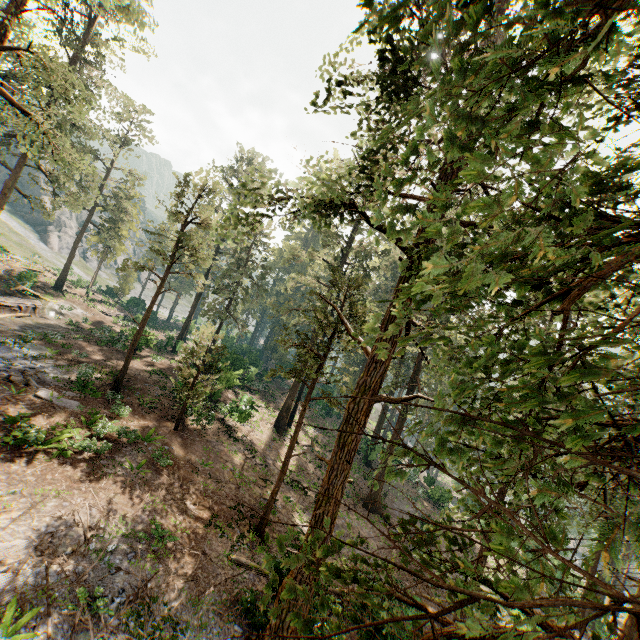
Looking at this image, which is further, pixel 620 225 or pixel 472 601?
pixel 620 225

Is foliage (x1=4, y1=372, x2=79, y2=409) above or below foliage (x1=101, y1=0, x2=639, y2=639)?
below

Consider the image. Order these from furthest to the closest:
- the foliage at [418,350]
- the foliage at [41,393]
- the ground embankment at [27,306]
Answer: the ground embankment at [27,306], the foliage at [41,393], the foliage at [418,350]

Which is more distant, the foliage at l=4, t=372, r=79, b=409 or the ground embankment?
the ground embankment

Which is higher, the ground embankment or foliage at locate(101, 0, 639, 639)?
foliage at locate(101, 0, 639, 639)

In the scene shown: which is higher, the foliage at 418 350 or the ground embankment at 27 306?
the foliage at 418 350

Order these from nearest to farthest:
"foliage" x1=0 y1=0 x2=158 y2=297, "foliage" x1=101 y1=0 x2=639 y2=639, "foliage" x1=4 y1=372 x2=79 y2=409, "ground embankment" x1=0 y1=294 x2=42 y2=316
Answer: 1. "foliage" x1=101 y1=0 x2=639 y2=639
2. "foliage" x1=0 y1=0 x2=158 y2=297
3. "foliage" x1=4 y1=372 x2=79 y2=409
4. "ground embankment" x1=0 y1=294 x2=42 y2=316
